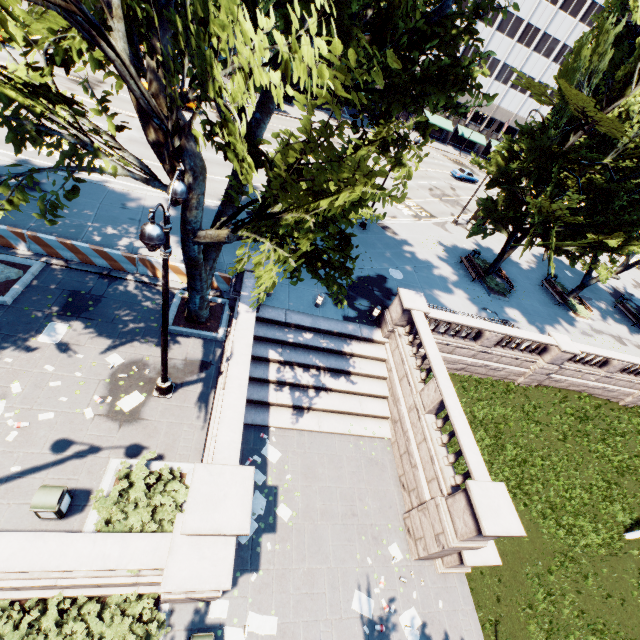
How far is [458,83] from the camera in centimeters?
939cm

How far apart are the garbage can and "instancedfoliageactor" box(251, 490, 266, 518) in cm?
471

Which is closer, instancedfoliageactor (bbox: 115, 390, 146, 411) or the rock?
instancedfoliageactor (bbox: 115, 390, 146, 411)

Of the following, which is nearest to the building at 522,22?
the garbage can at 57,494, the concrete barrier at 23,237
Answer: the concrete barrier at 23,237

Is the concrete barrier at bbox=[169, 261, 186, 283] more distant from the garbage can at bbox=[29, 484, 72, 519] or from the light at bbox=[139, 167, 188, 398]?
the garbage can at bbox=[29, 484, 72, 519]

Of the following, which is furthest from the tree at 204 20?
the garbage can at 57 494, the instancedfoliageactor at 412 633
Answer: the instancedfoliageactor at 412 633

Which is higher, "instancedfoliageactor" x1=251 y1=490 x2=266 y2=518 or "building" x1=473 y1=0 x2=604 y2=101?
"building" x1=473 y1=0 x2=604 y2=101

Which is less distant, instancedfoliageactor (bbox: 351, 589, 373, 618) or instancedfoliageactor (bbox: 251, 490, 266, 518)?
→ instancedfoliageactor (bbox: 351, 589, 373, 618)
